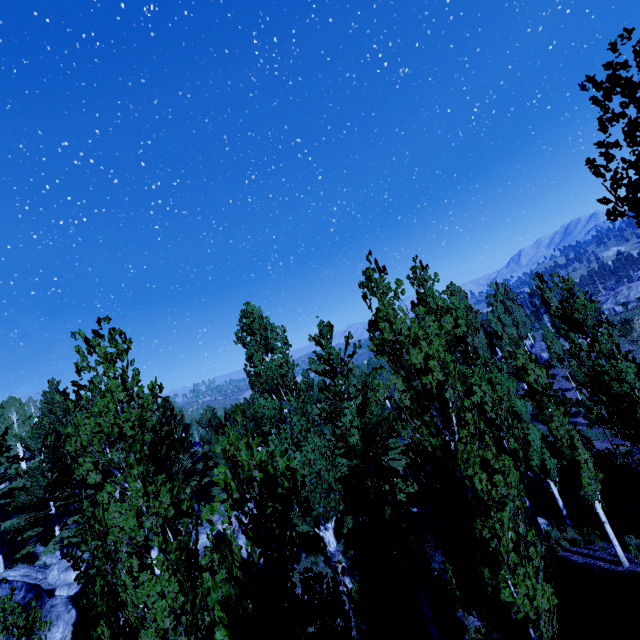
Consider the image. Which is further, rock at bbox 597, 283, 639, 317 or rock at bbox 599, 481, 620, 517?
rock at bbox 597, 283, 639, 317

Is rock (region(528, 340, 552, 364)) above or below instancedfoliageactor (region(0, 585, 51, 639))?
below

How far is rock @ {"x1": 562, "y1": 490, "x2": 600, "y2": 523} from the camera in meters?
14.5 m

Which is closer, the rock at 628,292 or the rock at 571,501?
the rock at 571,501

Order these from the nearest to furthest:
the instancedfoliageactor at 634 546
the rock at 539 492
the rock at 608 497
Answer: the instancedfoliageactor at 634 546, the rock at 608 497, the rock at 539 492

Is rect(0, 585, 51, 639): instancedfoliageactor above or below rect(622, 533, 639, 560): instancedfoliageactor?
above

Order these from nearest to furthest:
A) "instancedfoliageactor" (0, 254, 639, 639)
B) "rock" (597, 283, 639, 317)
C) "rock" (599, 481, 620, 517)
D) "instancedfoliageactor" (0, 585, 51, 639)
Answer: "instancedfoliageactor" (0, 254, 639, 639) < "instancedfoliageactor" (0, 585, 51, 639) < "rock" (599, 481, 620, 517) < "rock" (597, 283, 639, 317)

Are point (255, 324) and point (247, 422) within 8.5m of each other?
no
